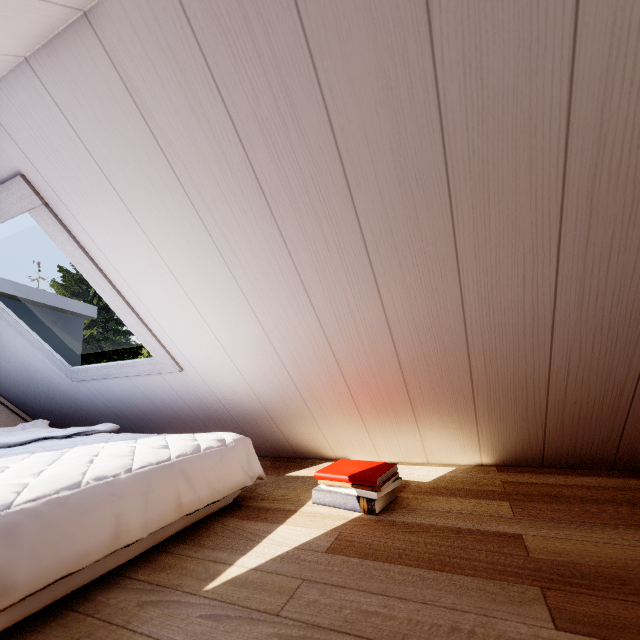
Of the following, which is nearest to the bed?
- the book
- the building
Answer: the book

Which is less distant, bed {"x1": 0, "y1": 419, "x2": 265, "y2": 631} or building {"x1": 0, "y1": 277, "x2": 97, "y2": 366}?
bed {"x1": 0, "y1": 419, "x2": 265, "y2": 631}

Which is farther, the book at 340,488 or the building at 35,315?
the building at 35,315

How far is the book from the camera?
Result: 1.0 meters

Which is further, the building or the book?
the building

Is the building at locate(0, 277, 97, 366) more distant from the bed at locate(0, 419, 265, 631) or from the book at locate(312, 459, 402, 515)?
the book at locate(312, 459, 402, 515)

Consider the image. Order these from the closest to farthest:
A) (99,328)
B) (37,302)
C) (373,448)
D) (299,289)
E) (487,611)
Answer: (487,611) < (299,289) < (373,448) < (37,302) < (99,328)

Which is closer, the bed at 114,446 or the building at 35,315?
the bed at 114,446
